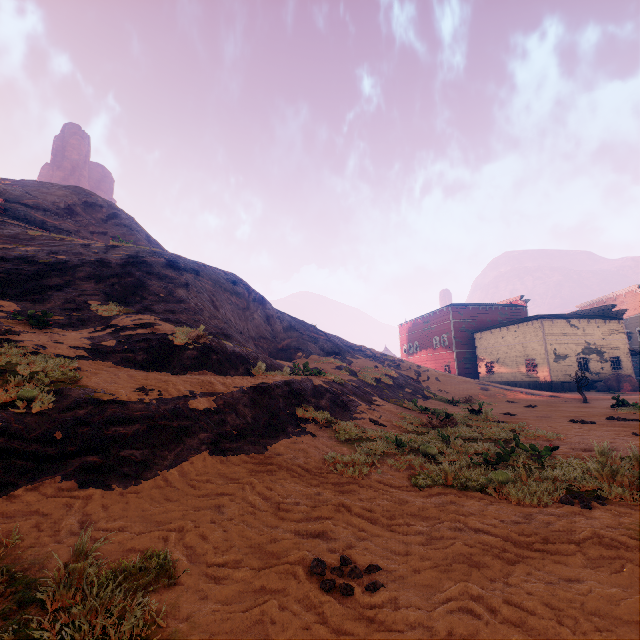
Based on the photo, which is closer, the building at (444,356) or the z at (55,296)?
the z at (55,296)

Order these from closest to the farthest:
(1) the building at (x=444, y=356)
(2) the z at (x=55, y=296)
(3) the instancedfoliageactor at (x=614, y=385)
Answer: (2) the z at (x=55, y=296) → (3) the instancedfoliageactor at (x=614, y=385) → (1) the building at (x=444, y=356)

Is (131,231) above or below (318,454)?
above

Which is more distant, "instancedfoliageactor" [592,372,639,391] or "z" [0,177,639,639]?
"instancedfoliageactor" [592,372,639,391]

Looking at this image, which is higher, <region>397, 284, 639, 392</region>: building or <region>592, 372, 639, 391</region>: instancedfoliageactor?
<region>397, 284, 639, 392</region>: building

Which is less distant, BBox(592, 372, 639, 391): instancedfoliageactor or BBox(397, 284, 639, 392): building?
BBox(592, 372, 639, 391): instancedfoliageactor

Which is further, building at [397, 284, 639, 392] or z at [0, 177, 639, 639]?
building at [397, 284, 639, 392]

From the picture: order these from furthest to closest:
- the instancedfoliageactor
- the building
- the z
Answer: the building, the instancedfoliageactor, the z
